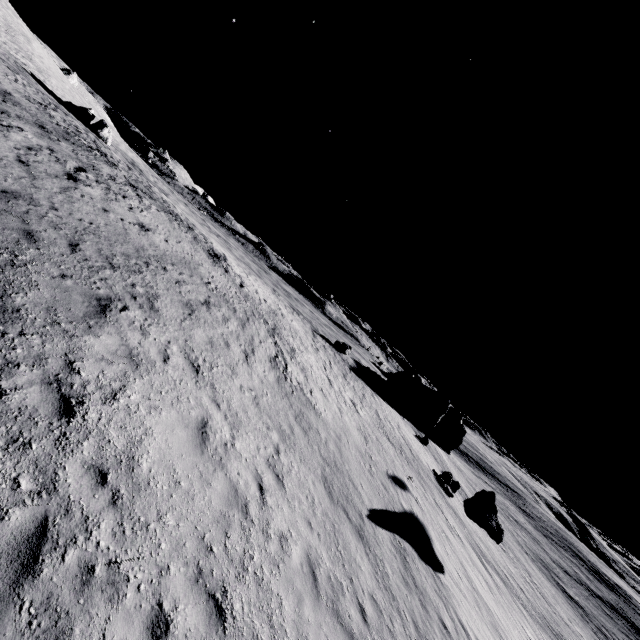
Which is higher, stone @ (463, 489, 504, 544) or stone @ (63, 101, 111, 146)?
stone @ (63, 101, 111, 146)

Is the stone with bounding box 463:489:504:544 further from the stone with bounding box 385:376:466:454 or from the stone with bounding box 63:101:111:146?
the stone with bounding box 63:101:111:146

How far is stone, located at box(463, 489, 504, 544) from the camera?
19.55m

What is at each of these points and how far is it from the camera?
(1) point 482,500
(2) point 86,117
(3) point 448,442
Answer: (1) stone, 20.77m
(2) stone, 40.12m
(3) stone, 58.47m

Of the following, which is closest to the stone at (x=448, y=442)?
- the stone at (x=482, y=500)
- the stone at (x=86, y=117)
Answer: the stone at (x=482, y=500)

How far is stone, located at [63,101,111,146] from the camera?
39.19m

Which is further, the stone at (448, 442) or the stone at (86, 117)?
the stone at (448, 442)
